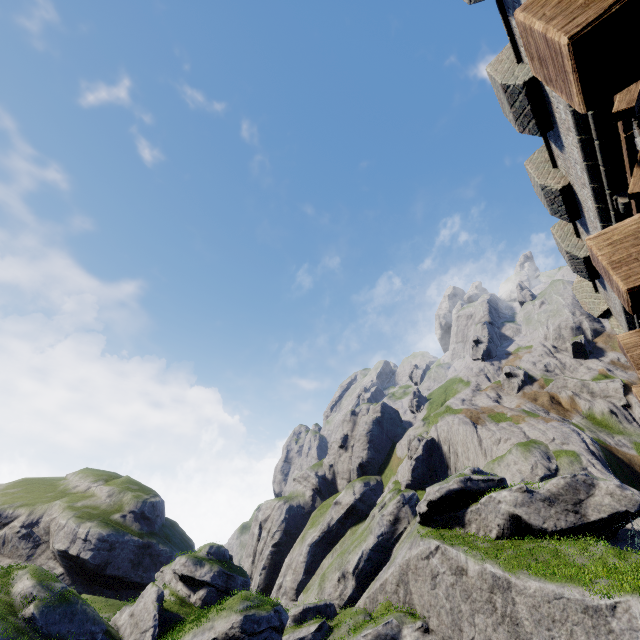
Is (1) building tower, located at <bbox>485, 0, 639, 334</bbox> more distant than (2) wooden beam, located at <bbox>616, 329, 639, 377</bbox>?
Yes

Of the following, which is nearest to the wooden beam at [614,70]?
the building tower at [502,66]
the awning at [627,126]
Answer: the building tower at [502,66]

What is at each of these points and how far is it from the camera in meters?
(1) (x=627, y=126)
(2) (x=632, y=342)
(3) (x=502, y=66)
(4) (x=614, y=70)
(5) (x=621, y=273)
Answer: (1) awning, 4.1 m
(2) wooden beam, 3.0 m
(3) building tower, 7.2 m
(4) wooden beam, 1.1 m
(5) wooden beam, 2.0 m

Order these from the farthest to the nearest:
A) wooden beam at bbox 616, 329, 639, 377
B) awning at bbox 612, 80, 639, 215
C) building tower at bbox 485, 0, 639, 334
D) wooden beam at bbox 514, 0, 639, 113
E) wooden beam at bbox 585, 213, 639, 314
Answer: building tower at bbox 485, 0, 639, 334
awning at bbox 612, 80, 639, 215
wooden beam at bbox 616, 329, 639, 377
wooden beam at bbox 585, 213, 639, 314
wooden beam at bbox 514, 0, 639, 113

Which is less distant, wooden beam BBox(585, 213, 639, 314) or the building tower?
wooden beam BBox(585, 213, 639, 314)

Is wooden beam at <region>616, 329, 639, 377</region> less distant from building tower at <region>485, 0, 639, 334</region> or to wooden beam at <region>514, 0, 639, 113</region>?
building tower at <region>485, 0, 639, 334</region>

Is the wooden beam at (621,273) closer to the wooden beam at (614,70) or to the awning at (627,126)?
the wooden beam at (614,70)

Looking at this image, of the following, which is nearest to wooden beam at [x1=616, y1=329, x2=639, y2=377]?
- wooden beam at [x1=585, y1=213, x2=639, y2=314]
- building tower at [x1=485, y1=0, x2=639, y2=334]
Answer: building tower at [x1=485, y1=0, x2=639, y2=334]
